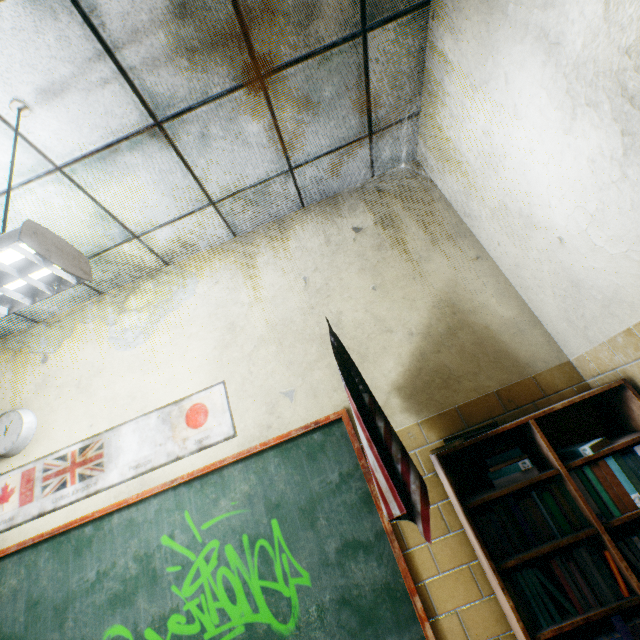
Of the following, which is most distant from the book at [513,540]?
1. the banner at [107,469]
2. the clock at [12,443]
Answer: the clock at [12,443]

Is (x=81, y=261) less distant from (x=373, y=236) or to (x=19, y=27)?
(x=19, y=27)

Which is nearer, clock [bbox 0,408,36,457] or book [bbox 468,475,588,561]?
book [bbox 468,475,588,561]

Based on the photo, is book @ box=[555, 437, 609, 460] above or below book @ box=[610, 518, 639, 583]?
above

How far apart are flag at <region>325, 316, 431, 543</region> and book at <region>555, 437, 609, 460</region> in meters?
0.4 m

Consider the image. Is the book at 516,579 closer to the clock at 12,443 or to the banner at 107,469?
the banner at 107,469

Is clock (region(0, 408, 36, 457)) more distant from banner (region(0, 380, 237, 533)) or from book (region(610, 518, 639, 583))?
→ book (region(610, 518, 639, 583))
